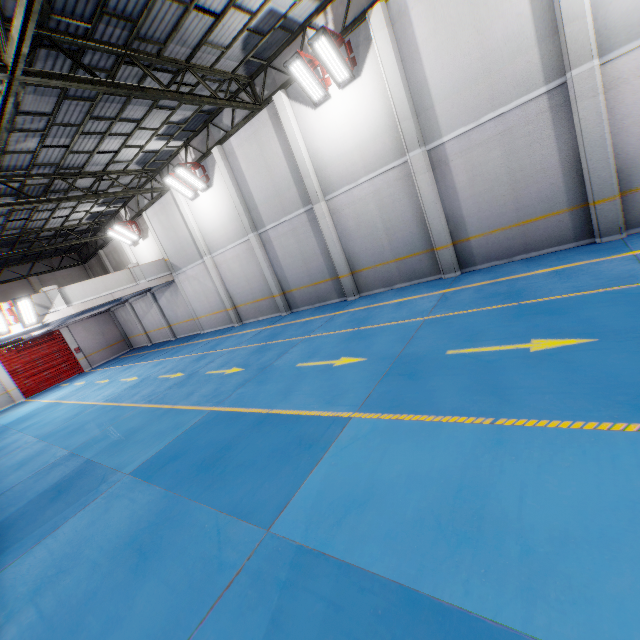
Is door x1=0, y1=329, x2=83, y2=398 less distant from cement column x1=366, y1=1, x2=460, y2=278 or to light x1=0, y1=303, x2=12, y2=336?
light x1=0, y1=303, x2=12, y2=336

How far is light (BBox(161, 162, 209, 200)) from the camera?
14.5 meters

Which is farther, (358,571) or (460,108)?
(460,108)

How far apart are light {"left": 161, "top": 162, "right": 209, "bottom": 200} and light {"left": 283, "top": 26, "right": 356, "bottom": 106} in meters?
7.4 m

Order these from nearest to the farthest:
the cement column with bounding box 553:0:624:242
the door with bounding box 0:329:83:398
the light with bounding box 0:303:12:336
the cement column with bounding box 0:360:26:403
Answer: the cement column with bounding box 553:0:624:242 → the light with bounding box 0:303:12:336 → the cement column with bounding box 0:360:26:403 → the door with bounding box 0:329:83:398

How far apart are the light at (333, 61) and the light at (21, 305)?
14.6 meters

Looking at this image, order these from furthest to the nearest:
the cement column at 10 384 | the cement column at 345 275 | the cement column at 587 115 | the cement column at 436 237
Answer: the cement column at 10 384 < the cement column at 345 275 < the cement column at 436 237 < the cement column at 587 115

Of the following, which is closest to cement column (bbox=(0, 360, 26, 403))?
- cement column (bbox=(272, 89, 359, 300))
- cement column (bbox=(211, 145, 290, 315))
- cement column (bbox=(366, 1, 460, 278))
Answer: cement column (bbox=(211, 145, 290, 315))
